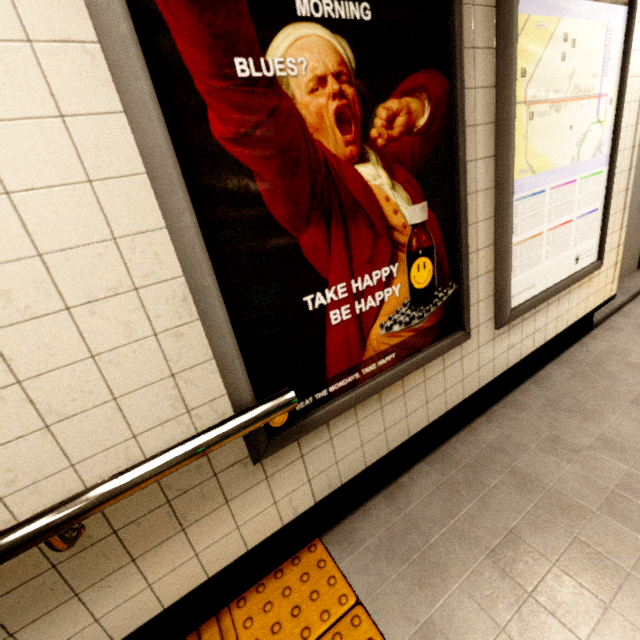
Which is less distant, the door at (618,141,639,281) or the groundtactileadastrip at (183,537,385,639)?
the groundtactileadastrip at (183,537,385,639)

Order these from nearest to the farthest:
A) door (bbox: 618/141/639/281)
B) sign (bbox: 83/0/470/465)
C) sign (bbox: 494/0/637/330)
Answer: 1. sign (bbox: 83/0/470/465)
2. sign (bbox: 494/0/637/330)
3. door (bbox: 618/141/639/281)

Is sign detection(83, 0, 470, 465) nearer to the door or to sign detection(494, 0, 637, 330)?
sign detection(494, 0, 637, 330)

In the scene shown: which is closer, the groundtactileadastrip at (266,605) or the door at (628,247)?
the groundtactileadastrip at (266,605)

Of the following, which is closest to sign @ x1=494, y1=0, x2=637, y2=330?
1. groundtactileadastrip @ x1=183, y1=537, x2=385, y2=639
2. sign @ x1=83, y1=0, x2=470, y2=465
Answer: sign @ x1=83, y1=0, x2=470, y2=465

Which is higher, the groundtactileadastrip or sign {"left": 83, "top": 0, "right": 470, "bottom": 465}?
sign {"left": 83, "top": 0, "right": 470, "bottom": 465}

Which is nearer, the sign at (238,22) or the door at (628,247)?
the sign at (238,22)

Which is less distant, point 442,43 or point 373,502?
point 442,43
